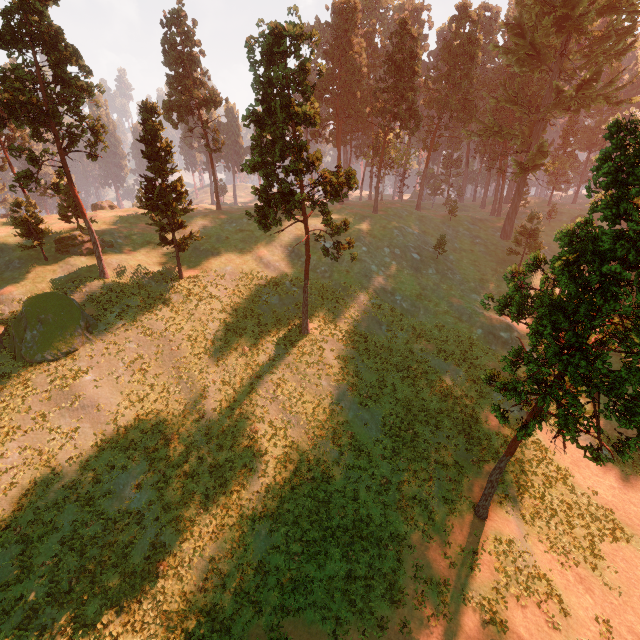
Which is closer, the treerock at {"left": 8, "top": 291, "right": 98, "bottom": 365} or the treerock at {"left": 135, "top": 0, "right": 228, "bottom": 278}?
the treerock at {"left": 8, "top": 291, "right": 98, "bottom": 365}

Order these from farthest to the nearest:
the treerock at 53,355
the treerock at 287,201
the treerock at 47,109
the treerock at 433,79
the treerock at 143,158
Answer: the treerock at 433,79
the treerock at 143,158
the treerock at 53,355
the treerock at 47,109
the treerock at 287,201

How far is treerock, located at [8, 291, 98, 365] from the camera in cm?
2514

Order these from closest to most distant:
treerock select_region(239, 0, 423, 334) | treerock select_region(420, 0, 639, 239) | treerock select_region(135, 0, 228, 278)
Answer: treerock select_region(239, 0, 423, 334) → treerock select_region(135, 0, 228, 278) → treerock select_region(420, 0, 639, 239)

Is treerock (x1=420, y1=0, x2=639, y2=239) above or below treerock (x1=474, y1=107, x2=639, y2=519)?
above

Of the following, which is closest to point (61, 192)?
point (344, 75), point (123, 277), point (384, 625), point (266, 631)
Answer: point (123, 277)

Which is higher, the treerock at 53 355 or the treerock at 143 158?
the treerock at 143 158
